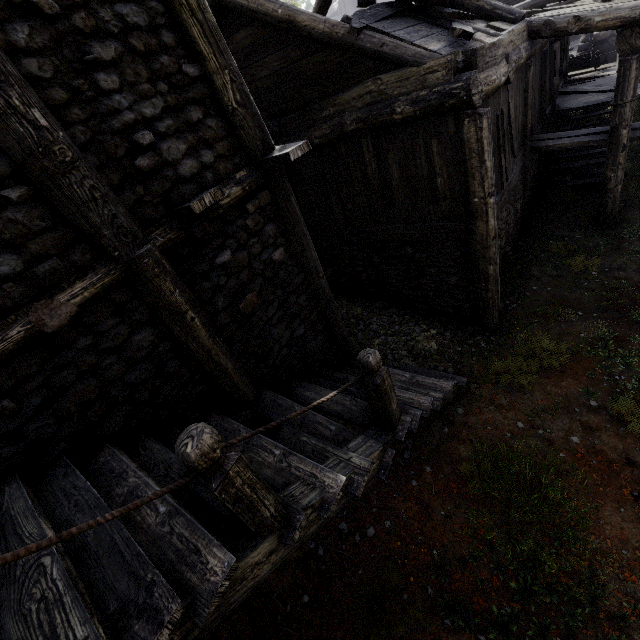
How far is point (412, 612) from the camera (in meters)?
4.38
